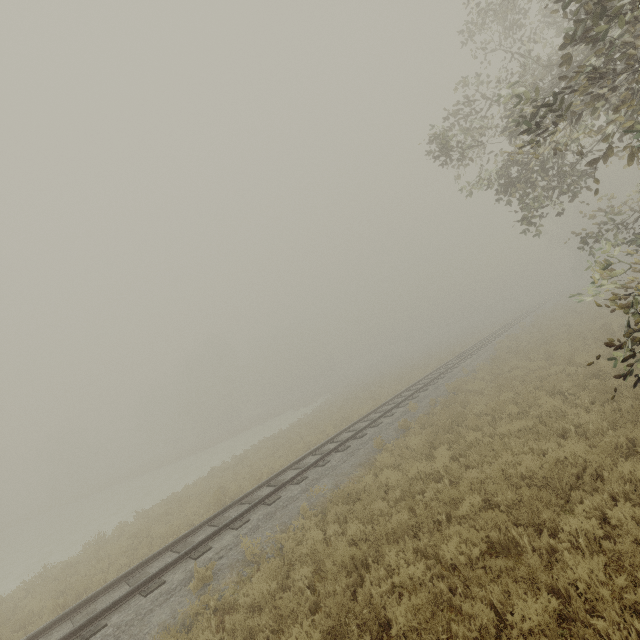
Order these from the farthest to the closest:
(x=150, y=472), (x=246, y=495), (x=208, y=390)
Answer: (x=208, y=390)
(x=150, y=472)
(x=246, y=495)
